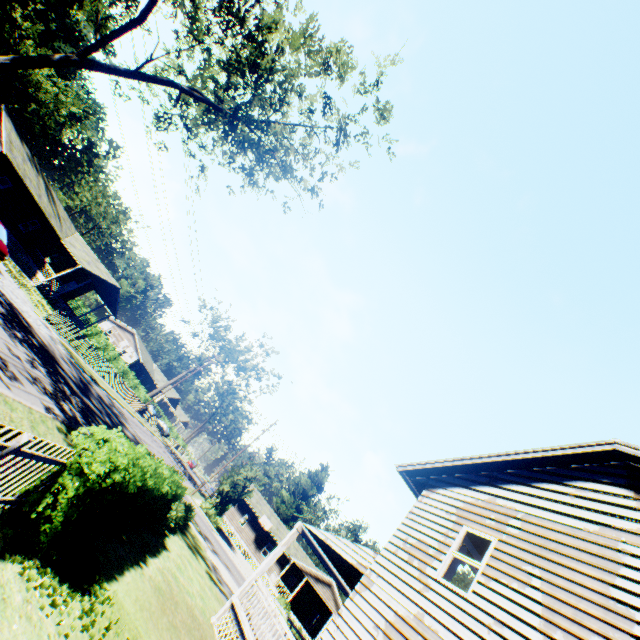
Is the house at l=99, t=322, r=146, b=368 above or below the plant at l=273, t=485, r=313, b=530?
below

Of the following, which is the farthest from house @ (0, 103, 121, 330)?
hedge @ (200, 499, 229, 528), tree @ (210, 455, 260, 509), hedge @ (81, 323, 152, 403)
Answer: hedge @ (200, 499, 229, 528)

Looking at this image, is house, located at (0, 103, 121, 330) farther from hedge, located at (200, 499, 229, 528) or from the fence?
the fence

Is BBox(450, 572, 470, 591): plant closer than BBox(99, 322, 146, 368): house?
Yes

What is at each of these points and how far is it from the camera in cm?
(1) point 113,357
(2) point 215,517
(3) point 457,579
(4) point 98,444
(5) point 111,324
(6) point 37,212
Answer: (1) hedge, 4591
(2) hedge, 3412
(3) plant, 4044
(4) hedge, 592
(5) house, 5997
(6) house, 3198

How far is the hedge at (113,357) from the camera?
44.5 meters

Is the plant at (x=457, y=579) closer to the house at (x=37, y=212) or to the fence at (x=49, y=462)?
the fence at (x=49, y=462)

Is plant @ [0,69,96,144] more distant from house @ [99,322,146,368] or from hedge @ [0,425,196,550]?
house @ [99,322,146,368]
